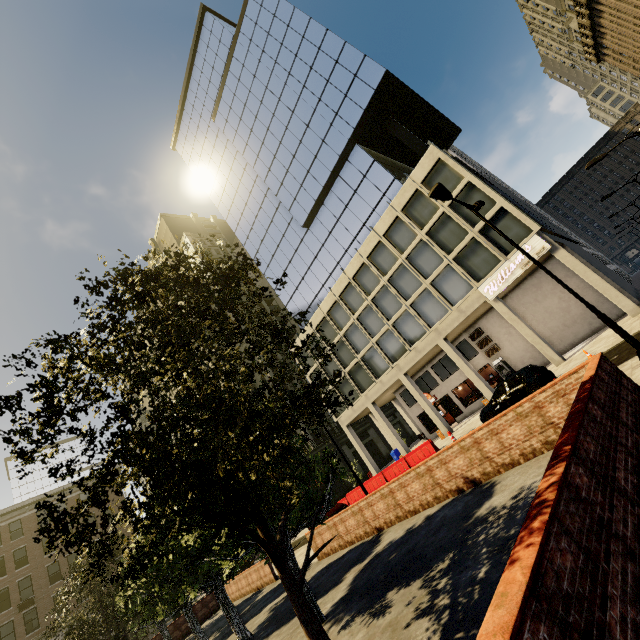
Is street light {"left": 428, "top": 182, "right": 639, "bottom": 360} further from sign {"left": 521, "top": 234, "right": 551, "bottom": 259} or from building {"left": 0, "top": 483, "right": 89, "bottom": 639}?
building {"left": 0, "top": 483, "right": 89, "bottom": 639}

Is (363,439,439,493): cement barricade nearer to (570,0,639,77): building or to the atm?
the atm

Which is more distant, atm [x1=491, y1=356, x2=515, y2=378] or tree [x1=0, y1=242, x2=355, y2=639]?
atm [x1=491, y1=356, x2=515, y2=378]

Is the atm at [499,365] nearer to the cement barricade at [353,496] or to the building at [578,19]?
the cement barricade at [353,496]

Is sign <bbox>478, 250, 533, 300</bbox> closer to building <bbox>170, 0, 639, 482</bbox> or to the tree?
building <bbox>170, 0, 639, 482</bbox>

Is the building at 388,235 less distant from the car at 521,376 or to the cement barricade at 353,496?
the cement barricade at 353,496

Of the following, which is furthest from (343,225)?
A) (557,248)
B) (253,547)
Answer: (253,547)

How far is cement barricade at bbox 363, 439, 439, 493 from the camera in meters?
22.2
